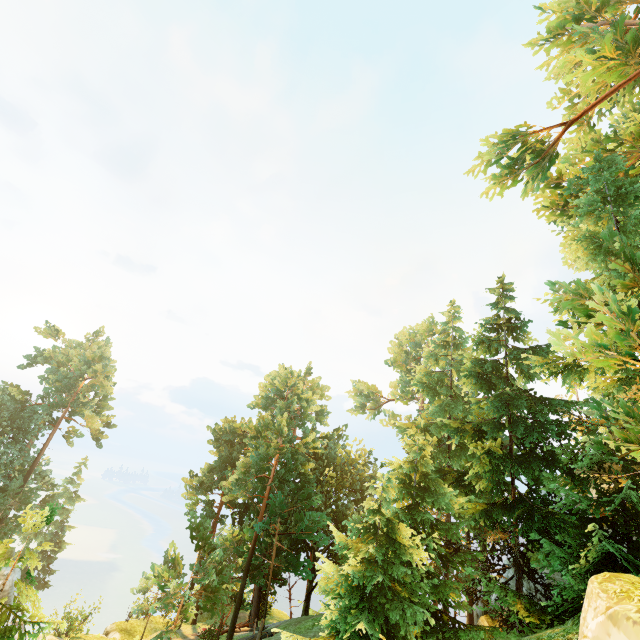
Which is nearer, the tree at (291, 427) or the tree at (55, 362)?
the tree at (55, 362)

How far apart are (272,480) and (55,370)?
35.6 meters

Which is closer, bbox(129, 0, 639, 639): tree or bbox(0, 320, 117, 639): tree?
bbox(0, 320, 117, 639): tree
